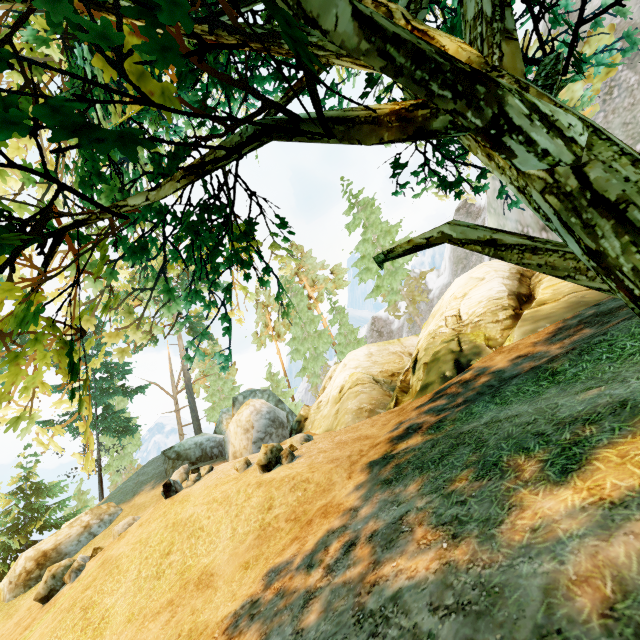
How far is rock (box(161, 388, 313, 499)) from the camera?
11.0 meters

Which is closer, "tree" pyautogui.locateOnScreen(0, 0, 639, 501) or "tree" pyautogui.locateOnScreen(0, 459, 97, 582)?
"tree" pyautogui.locateOnScreen(0, 0, 639, 501)

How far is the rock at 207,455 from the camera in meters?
11.0 m

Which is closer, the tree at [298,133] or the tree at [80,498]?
the tree at [298,133]

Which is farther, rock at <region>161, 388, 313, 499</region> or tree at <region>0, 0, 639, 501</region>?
rock at <region>161, 388, 313, 499</region>

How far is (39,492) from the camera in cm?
2389

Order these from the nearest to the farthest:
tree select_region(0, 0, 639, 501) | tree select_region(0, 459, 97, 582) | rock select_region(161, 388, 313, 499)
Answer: tree select_region(0, 0, 639, 501) < rock select_region(161, 388, 313, 499) < tree select_region(0, 459, 97, 582)
